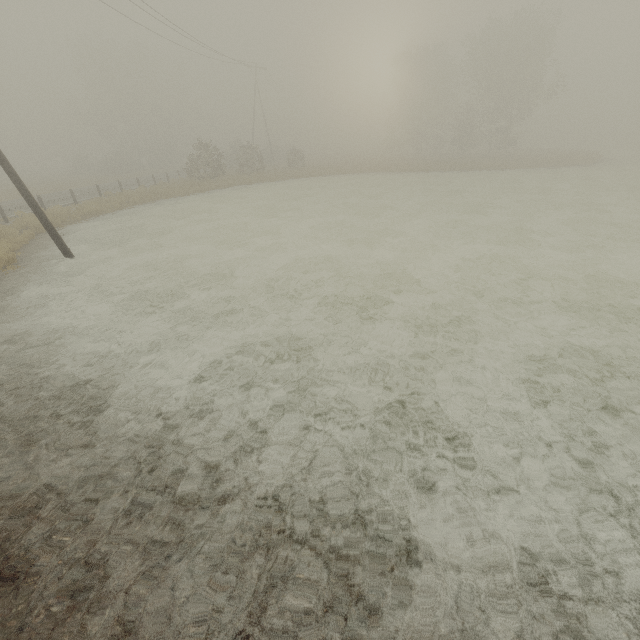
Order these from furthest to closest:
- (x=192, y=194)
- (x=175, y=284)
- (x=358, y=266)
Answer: (x=192, y=194) < (x=358, y=266) < (x=175, y=284)

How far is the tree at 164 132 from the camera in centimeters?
4556cm

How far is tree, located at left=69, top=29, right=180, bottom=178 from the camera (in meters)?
45.56
